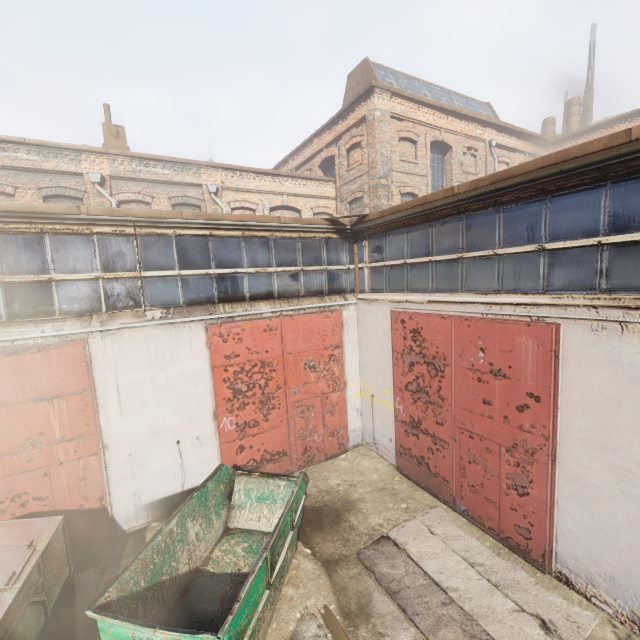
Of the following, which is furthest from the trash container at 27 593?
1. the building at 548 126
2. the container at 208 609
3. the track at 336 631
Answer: the building at 548 126

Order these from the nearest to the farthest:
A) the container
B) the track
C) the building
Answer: the container < the track < the building

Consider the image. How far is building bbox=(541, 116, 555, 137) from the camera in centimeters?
2366cm

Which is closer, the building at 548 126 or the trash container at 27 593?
the trash container at 27 593

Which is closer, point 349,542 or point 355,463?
point 349,542

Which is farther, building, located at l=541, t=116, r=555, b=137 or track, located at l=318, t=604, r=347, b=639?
building, located at l=541, t=116, r=555, b=137

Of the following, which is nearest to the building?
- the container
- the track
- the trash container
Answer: the container
